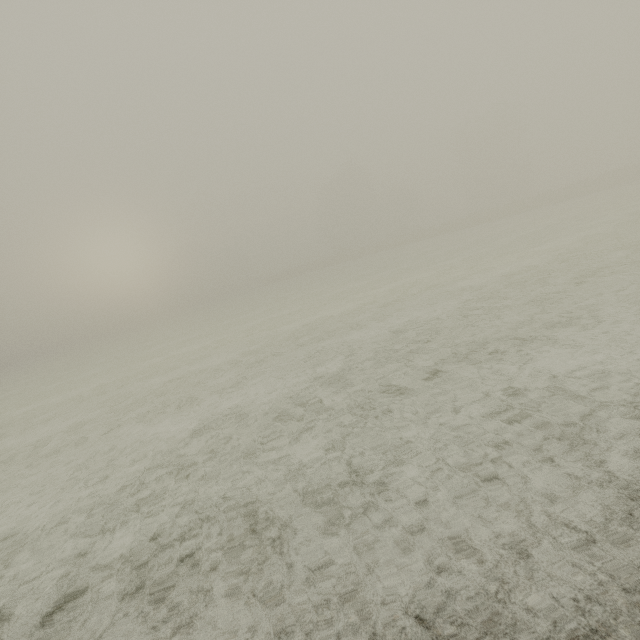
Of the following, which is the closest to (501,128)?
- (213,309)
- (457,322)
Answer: (213,309)
